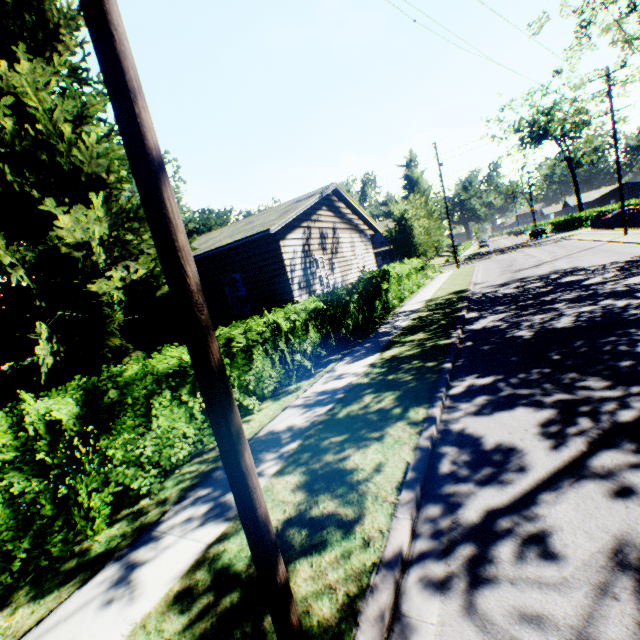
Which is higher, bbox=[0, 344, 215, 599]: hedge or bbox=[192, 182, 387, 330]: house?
bbox=[192, 182, 387, 330]: house

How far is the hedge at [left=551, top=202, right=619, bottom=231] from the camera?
46.3 meters

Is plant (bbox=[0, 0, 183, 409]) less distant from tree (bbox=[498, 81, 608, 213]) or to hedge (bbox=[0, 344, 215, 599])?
hedge (bbox=[0, 344, 215, 599])

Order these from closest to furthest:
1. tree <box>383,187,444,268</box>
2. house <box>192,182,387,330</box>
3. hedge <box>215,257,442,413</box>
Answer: hedge <box>215,257,442,413</box>
house <box>192,182,387,330</box>
tree <box>383,187,444,268</box>

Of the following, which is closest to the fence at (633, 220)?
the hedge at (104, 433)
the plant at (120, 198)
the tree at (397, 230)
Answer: the tree at (397, 230)

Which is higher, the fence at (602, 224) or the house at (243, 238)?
the house at (243, 238)

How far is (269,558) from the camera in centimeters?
221cm

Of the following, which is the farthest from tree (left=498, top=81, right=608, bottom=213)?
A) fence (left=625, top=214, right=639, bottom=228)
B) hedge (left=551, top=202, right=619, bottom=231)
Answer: fence (left=625, top=214, right=639, bottom=228)
